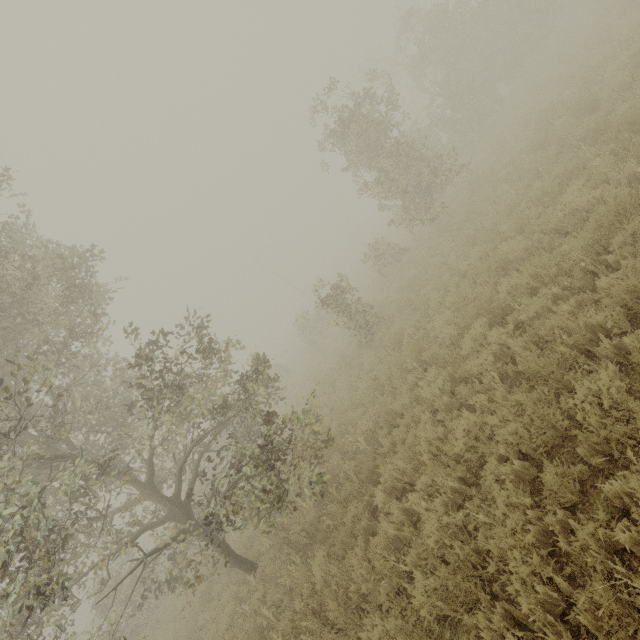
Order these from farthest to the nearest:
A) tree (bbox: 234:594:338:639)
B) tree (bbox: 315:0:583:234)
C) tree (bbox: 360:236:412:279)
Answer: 1. tree (bbox: 360:236:412:279)
2. tree (bbox: 315:0:583:234)
3. tree (bbox: 234:594:338:639)

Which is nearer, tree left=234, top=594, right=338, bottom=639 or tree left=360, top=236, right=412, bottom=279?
tree left=234, top=594, right=338, bottom=639

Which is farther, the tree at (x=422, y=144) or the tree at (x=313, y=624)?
the tree at (x=422, y=144)

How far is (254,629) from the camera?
6.43m

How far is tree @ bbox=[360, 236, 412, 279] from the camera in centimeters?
1645cm
